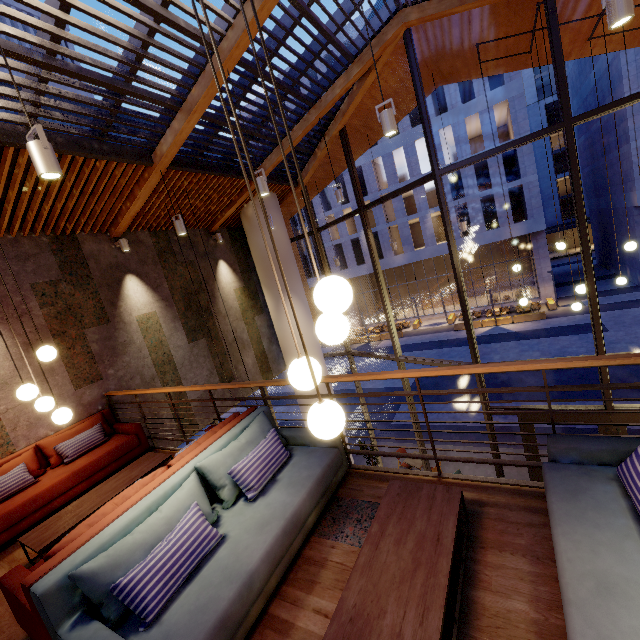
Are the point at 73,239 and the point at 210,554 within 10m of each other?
yes

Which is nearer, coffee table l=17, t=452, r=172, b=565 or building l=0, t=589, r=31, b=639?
building l=0, t=589, r=31, b=639

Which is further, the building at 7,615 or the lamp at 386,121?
the lamp at 386,121

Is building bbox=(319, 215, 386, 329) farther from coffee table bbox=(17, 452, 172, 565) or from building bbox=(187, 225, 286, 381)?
coffee table bbox=(17, 452, 172, 565)

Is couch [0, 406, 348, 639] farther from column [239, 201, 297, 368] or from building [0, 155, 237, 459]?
column [239, 201, 297, 368]

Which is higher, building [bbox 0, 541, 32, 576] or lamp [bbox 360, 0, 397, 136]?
lamp [bbox 360, 0, 397, 136]

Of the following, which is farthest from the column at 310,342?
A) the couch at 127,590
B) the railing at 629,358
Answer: the couch at 127,590

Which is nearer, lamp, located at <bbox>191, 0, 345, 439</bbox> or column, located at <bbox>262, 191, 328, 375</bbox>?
lamp, located at <bbox>191, 0, 345, 439</bbox>
